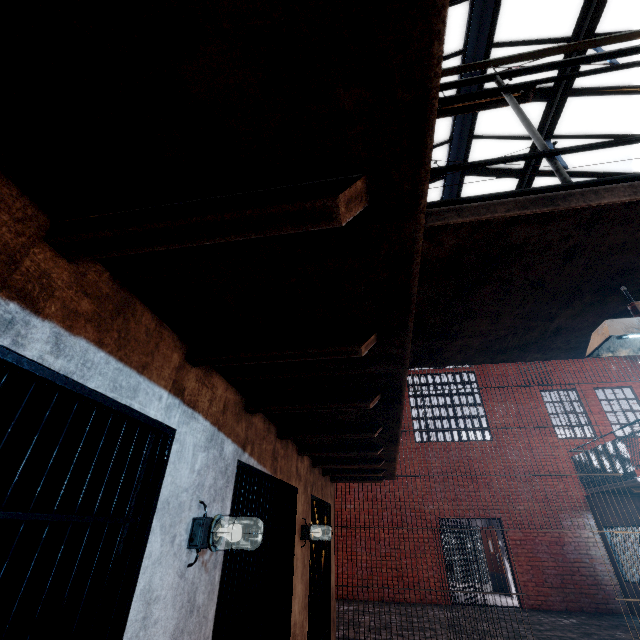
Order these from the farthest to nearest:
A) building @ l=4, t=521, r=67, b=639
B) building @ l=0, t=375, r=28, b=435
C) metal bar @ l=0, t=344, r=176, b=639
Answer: building @ l=0, t=375, r=28, b=435, building @ l=4, t=521, r=67, b=639, metal bar @ l=0, t=344, r=176, b=639

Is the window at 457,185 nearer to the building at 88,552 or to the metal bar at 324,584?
the building at 88,552

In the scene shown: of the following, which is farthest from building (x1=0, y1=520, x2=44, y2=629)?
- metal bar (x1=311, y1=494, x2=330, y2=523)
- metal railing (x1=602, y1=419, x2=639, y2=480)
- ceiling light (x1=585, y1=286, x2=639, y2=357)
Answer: ceiling light (x1=585, y1=286, x2=639, y2=357)

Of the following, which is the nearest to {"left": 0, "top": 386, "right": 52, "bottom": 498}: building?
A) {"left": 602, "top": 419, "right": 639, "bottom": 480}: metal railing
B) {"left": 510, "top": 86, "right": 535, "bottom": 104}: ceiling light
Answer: {"left": 602, "top": 419, "right": 639, "bottom": 480}: metal railing

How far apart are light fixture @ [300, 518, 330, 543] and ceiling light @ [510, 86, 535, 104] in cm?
556

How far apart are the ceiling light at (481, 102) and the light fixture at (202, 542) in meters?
4.8 m

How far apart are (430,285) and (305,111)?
0.9m

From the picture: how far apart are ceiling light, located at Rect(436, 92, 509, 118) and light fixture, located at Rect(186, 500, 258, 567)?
4.8m
